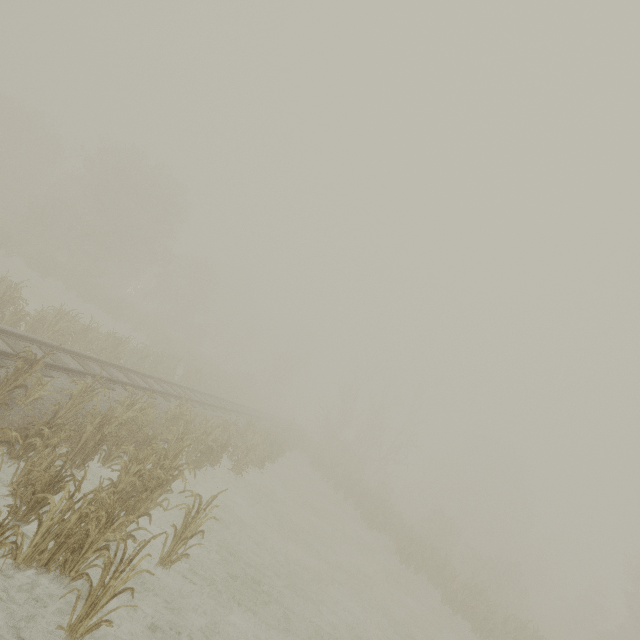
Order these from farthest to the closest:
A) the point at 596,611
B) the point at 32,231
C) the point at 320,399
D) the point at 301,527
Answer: the point at 320,399 < the point at 596,611 < the point at 32,231 < the point at 301,527
